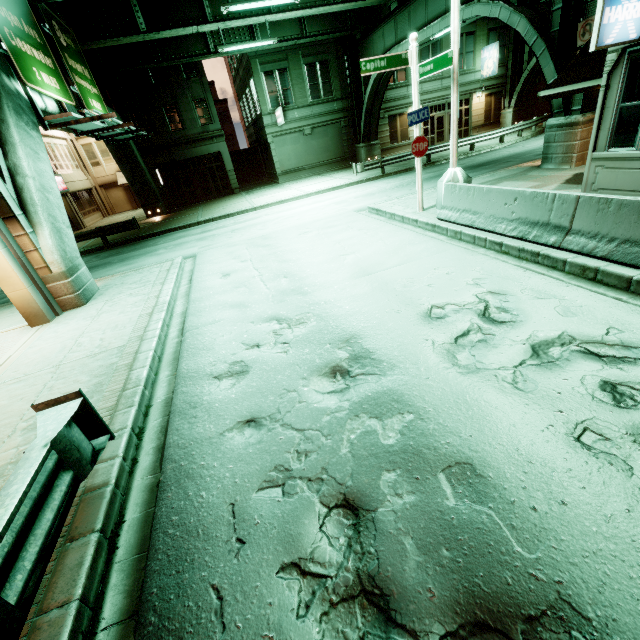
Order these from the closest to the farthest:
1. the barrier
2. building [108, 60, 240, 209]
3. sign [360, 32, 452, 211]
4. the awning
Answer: the barrier
the awning
sign [360, 32, 452, 211]
building [108, 60, 240, 209]

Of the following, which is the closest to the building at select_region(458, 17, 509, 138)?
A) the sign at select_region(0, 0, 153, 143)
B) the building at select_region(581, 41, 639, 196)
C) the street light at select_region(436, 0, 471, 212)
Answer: the sign at select_region(0, 0, 153, 143)

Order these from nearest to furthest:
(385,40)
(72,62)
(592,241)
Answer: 1. (592,241)
2. (72,62)
3. (385,40)

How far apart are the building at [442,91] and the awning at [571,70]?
22.7 meters

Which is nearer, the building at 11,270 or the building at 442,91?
the building at 11,270

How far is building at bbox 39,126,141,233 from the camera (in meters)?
27.88

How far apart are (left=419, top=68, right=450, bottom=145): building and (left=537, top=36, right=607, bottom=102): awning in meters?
22.7

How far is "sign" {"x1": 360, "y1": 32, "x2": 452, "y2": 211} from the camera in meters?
8.4
